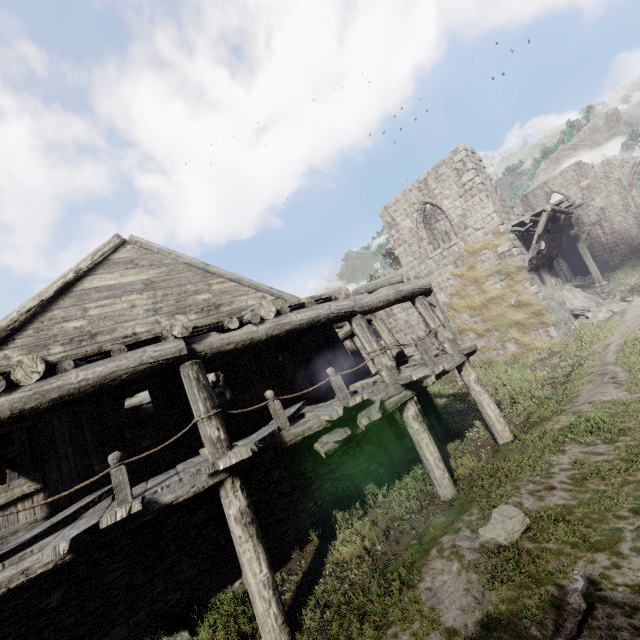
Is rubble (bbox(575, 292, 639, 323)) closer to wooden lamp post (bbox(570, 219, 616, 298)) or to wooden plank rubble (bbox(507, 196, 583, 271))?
wooden lamp post (bbox(570, 219, 616, 298))

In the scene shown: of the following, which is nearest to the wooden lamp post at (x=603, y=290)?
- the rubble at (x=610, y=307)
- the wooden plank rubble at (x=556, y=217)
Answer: the rubble at (x=610, y=307)

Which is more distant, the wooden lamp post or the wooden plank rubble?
the wooden lamp post

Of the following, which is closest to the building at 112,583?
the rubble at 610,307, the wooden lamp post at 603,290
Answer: the rubble at 610,307

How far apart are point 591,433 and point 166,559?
9.1m

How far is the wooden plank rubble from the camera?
15.3m

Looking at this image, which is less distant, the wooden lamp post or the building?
the building
